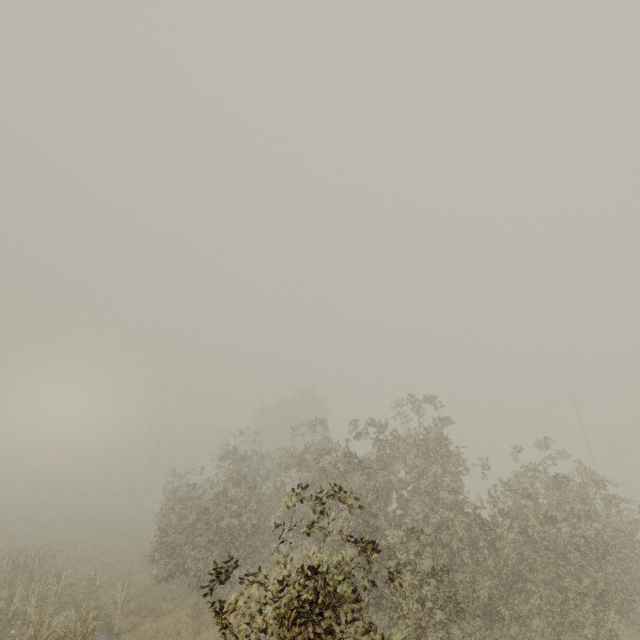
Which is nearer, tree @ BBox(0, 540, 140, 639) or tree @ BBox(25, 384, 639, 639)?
tree @ BBox(25, 384, 639, 639)

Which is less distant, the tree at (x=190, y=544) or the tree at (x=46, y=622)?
the tree at (x=190, y=544)

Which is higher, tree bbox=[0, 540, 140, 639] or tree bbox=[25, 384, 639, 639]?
tree bbox=[25, 384, 639, 639]

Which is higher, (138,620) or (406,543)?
(406,543)

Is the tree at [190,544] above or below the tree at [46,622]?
above
